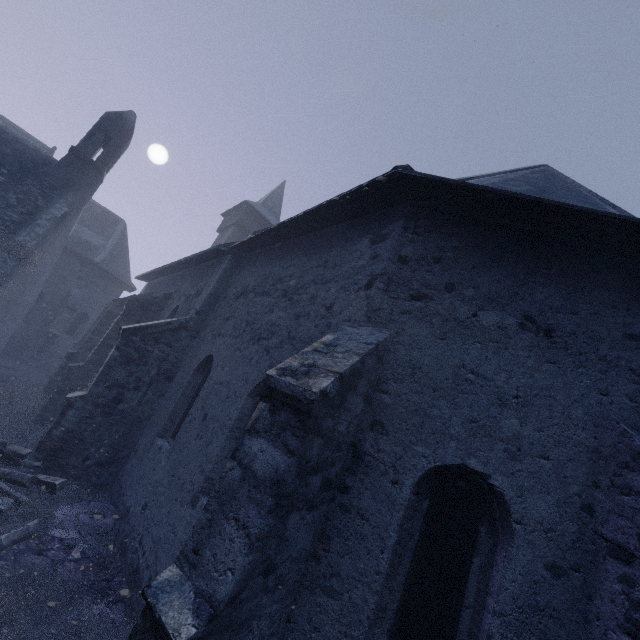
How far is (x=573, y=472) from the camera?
3.3m

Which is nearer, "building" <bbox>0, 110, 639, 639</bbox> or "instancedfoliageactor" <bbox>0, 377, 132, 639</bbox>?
"building" <bbox>0, 110, 639, 639</bbox>

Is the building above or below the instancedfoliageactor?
above

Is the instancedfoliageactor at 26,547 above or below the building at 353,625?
below

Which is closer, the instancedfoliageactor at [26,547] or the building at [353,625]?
the building at [353,625]
